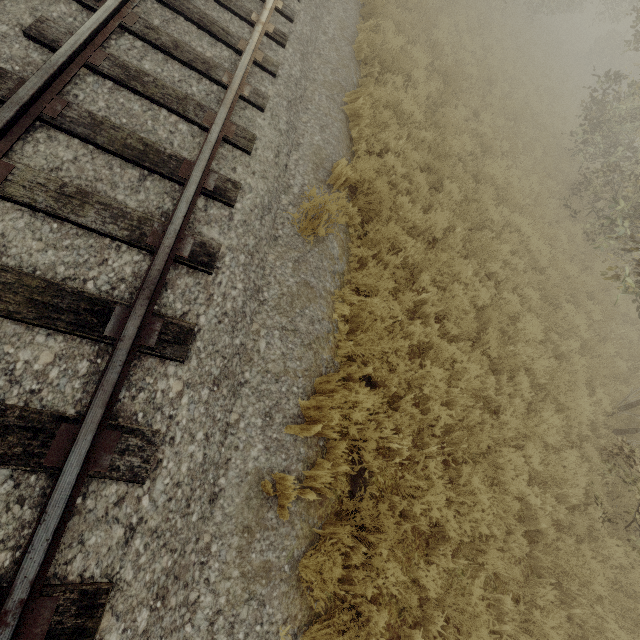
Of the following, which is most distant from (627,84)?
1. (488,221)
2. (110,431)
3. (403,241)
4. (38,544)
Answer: (38,544)
